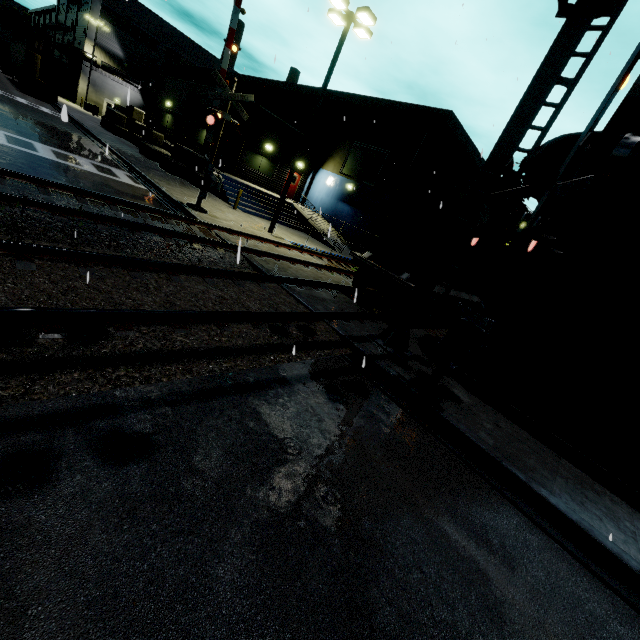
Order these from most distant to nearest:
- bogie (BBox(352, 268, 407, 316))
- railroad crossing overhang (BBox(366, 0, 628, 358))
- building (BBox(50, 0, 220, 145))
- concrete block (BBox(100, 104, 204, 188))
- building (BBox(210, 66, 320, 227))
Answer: building (BBox(50, 0, 220, 145)), building (BBox(210, 66, 320, 227)), concrete block (BBox(100, 104, 204, 188)), bogie (BBox(352, 268, 407, 316)), railroad crossing overhang (BBox(366, 0, 628, 358))

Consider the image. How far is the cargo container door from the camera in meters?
10.0

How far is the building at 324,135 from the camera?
21.6m

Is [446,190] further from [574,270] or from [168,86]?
[168,86]

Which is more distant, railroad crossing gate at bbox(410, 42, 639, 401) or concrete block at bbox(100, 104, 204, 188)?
concrete block at bbox(100, 104, 204, 188)

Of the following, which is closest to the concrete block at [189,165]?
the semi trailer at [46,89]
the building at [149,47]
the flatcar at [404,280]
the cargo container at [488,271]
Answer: the building at [149,47]

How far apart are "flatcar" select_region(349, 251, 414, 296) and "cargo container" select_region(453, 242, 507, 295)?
0.0m

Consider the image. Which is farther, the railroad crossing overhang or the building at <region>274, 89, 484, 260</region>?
the building at <region>274, 89, 484, 260</region>
